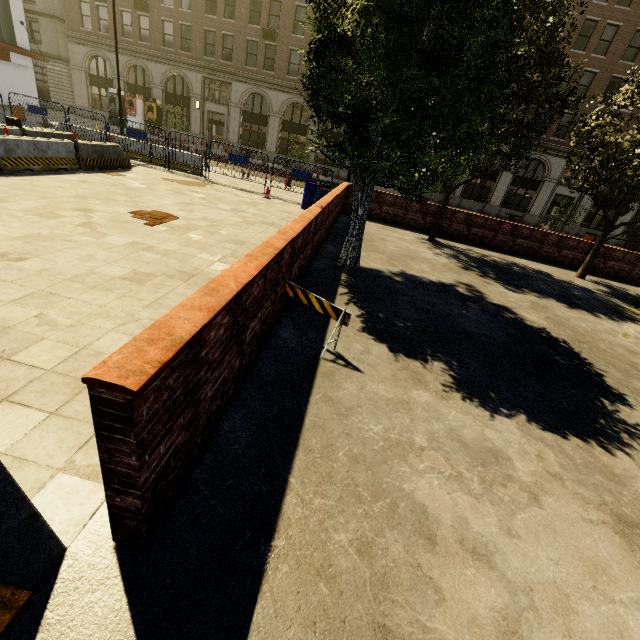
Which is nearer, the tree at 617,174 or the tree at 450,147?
the tree at 450,147

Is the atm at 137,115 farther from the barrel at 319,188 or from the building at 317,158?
the barrel at 319,188

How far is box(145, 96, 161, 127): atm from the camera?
31.0 meters

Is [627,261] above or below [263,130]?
below

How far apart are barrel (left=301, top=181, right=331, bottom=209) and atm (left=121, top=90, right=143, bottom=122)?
29.32m

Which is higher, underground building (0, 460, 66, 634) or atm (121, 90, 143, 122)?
atm (121, 90, 143, 122)

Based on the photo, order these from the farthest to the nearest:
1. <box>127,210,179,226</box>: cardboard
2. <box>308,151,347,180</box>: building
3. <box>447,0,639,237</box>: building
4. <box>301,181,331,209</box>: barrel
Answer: <box>308,151,347,180</box>: building, <box>447,0,639,237</box>: building, <box>301,181,331,209</box>: barrel, <box>127,210,179,226</box>: cardboard

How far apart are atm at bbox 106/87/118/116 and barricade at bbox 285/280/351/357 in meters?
39.1 m
